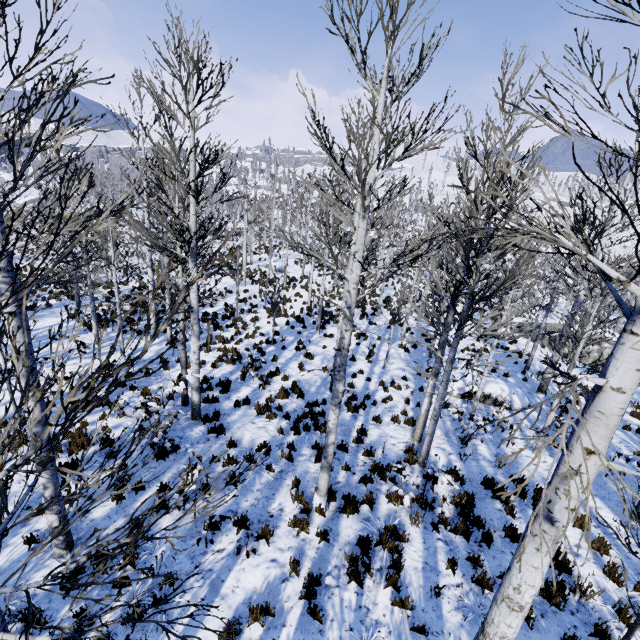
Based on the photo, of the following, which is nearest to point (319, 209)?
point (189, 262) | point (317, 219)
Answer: point (189, 262)

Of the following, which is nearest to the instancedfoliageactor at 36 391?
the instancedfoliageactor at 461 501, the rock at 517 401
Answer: the instancedfoliageactor at 461 501

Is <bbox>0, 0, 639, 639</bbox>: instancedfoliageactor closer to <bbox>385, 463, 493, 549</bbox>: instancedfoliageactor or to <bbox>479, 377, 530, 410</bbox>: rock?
<bbox>385, 463, 493, 549</bbox>: instancedfoliageactor

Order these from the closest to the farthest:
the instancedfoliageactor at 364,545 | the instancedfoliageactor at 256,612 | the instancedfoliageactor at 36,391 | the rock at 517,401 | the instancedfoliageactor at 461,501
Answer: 1. the instancedfoliageactor at 36,391
2. the instancedfoliageactor at 256,612
3. the instancedfoliageactor at 364,545
4. the instancedfoliageactor at 461,501
5. the rock at 517,401

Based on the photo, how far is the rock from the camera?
12.94m

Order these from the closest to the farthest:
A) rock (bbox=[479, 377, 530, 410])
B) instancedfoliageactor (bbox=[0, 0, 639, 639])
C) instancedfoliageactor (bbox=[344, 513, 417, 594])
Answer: instancedfoliageactor (bbox=[0, 0, 639, 639]), instancedfoliageactor (bbox=[344, 513, 417, 594]), rock (bbox=[479, 377, 530, 410])

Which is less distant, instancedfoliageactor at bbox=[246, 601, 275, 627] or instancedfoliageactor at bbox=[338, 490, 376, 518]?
instancedfoliageactor at bbox=[246, 601, 275, 627]

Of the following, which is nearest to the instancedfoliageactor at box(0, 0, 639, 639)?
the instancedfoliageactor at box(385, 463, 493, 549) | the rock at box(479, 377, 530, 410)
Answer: the instancedfoliageactor at box(385, 463, 493, 549)
